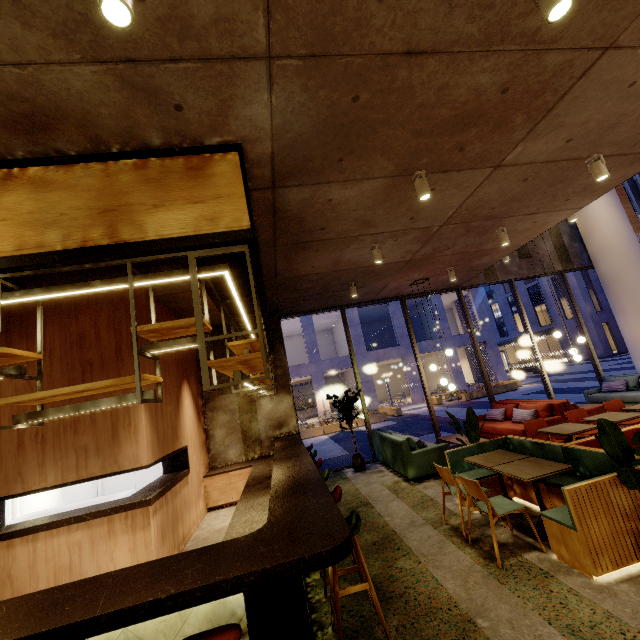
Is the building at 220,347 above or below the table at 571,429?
above

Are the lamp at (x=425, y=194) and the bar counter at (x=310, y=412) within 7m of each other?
no

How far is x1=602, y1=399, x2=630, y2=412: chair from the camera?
6.38m

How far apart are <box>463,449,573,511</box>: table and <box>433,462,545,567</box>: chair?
0.31m

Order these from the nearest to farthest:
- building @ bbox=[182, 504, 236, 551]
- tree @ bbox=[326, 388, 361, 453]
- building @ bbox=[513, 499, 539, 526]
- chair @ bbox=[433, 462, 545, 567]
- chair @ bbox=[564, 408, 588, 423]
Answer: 1. chair @ bbox=[433, 462, 545, 567]
2. building @ bbox=[513, 499, 539, 526]
3. building @ bbox=[182, 504, 236, 551]
4. chair @ bbox=[564, 408, 588, 423]
5. tree @ bbox=[326, 388, 361, 453]

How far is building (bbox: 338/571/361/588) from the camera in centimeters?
366cm

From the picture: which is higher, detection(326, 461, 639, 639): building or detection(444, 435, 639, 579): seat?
detection(444, 435, 639, 579): seat

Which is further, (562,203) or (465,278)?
(465,278)
